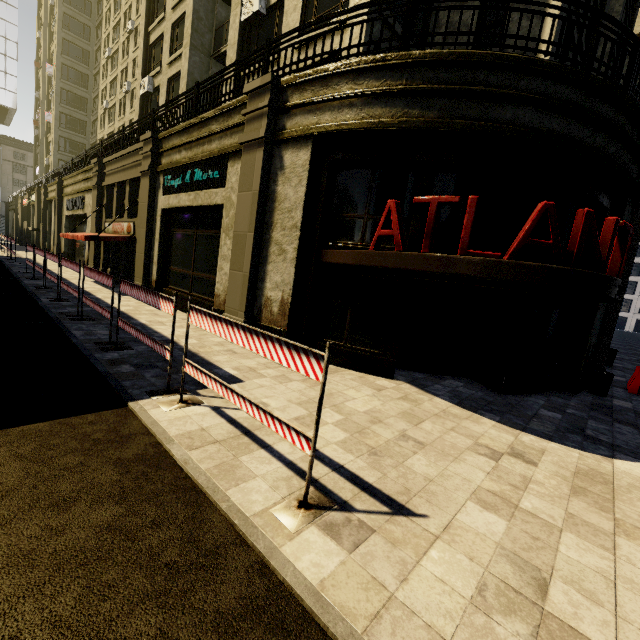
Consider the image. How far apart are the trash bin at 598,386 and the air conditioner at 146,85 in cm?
2753

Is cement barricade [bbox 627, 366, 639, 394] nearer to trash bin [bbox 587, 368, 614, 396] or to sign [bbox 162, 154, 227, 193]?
trash bin [bbox 587, 368, 614, 396]

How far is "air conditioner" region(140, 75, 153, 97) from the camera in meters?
20.7

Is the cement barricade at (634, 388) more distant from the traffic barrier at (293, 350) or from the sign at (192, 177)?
the sign at (192, 177)

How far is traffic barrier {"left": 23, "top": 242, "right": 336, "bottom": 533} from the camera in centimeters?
301cm

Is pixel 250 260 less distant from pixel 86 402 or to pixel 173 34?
pixel 86 402

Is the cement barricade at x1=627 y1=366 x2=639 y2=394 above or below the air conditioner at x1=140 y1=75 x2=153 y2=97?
below

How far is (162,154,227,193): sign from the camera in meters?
10.3
